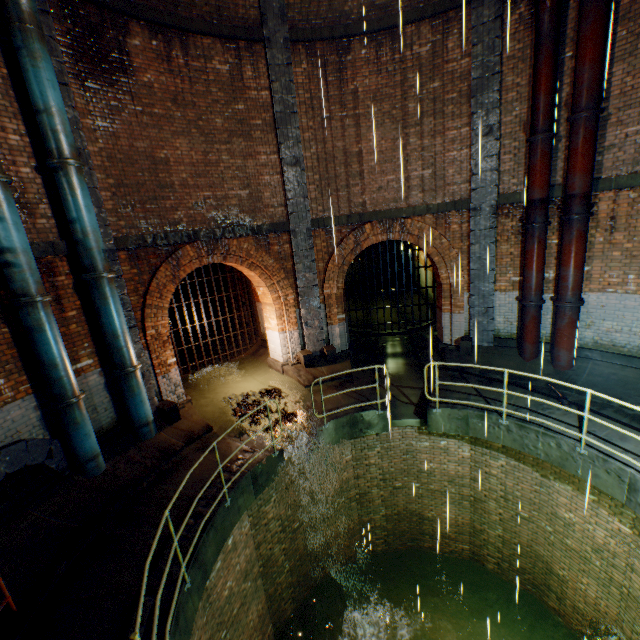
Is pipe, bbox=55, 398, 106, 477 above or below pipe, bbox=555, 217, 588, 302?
below

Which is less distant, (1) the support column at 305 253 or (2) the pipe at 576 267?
(2) the pipe at 576 267

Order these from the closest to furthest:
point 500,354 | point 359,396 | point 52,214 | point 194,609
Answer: point 194,609
point 52,214
point 359,396
point 500,354

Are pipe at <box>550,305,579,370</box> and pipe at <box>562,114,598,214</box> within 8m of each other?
yes

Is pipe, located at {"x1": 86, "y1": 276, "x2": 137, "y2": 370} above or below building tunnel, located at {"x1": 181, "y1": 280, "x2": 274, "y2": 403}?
above

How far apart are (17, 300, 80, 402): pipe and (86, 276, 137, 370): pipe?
0.79m

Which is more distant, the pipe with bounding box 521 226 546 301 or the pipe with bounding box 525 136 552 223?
the pipe with bounding box 521 226 546 301

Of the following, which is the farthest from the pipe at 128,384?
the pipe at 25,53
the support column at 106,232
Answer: the pipe at 25,53
